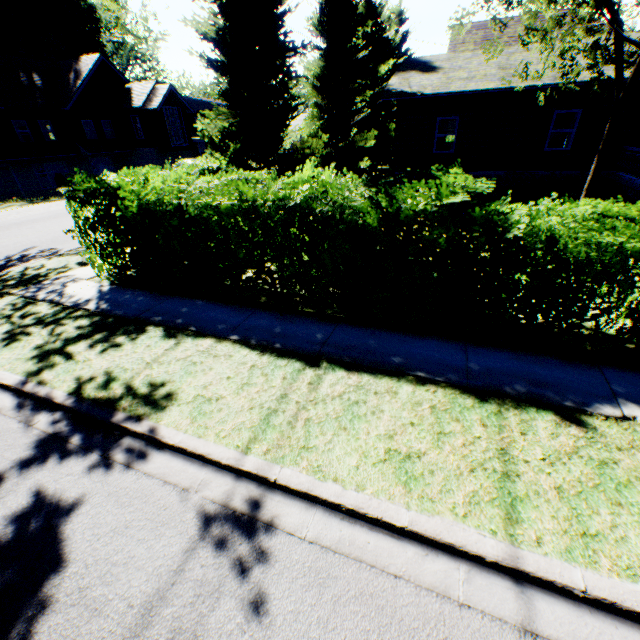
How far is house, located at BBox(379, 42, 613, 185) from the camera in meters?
14.1 m

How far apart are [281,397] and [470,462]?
2.39m

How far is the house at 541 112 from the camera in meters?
14.1 m

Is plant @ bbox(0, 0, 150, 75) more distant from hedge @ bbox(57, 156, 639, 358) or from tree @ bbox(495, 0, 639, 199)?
hedge @ bbox(57, 156, 639, 358)

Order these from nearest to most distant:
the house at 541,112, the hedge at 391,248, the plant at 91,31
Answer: the hedge at 391,248, the house at 541,112, the plant at 91,31

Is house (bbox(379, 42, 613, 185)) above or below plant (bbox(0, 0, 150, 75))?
below

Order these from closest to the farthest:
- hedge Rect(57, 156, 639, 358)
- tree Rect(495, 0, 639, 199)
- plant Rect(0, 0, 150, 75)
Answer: hedge Rect(57, 156, 639, 358) → tree Rect(495, 0, 639, 199) → plant Rect(0, 0, 150, 75)

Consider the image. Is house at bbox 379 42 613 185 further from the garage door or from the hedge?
the garage door
